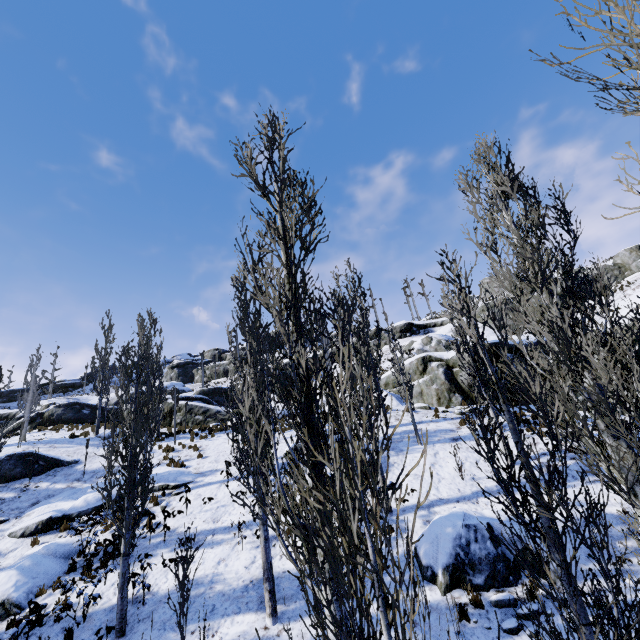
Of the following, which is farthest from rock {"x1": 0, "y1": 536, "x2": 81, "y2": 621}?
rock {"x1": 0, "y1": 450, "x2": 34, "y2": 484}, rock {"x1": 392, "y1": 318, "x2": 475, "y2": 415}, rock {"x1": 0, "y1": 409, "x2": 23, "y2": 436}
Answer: rock {"x1": 0, "y1": 409, "x2": 23, "y2": 436}

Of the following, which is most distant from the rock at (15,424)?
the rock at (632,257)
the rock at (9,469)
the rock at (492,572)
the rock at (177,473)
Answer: the rock at (492,572)

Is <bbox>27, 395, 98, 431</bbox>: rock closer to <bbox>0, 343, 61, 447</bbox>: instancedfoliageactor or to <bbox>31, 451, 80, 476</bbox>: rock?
<bbox>0, 343, 61, 447</bbox>: instancedfoliageactor

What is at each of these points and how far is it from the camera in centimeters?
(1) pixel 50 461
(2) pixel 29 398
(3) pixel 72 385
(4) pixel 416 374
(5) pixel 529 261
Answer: (1) rock, 1805cm
(2) instancedfoliageactor, 2338cm
(3) rock, 5600cm
(4) rock, 2117cm
(5) instancedfoliageactor, 799cm

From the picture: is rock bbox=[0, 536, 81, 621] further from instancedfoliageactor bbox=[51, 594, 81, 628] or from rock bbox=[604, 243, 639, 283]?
rock bbox=[604, 243, 639, 283]

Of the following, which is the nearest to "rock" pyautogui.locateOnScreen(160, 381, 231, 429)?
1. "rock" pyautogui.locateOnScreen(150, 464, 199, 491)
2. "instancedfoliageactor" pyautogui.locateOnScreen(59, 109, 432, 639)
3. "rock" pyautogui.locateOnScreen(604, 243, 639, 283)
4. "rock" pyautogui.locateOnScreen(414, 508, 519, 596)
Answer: "instancedfoliageactor" pyautogui.locateOnScreen(59, 109, 432, 639)

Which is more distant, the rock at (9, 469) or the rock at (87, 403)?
the rock at (87, 403)

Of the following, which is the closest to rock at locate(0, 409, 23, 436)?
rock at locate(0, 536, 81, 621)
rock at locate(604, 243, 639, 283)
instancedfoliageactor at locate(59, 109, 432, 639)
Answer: instancedfoliageactor at locate(59, 109, 432, 639)
